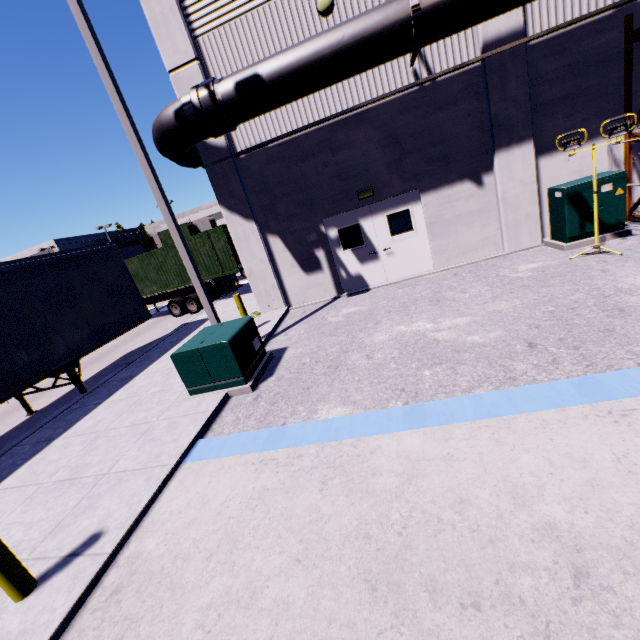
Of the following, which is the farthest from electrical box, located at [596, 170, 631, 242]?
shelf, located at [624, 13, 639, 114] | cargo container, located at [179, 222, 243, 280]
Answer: cargo container, located at [179, 222, 243, 280]

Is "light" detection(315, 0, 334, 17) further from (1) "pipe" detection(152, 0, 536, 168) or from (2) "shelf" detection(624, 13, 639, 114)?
(2) "shelf" detection(624, 13, 639, 114)

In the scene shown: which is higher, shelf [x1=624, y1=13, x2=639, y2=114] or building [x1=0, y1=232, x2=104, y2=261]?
building [x1=0, y1=232, x2=104, y2=261]

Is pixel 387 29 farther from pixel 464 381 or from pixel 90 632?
pixel 90 632

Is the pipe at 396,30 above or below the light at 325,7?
below

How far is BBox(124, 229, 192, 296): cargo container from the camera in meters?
16.1

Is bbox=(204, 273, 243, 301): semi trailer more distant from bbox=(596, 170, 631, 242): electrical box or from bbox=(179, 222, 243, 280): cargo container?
bbox=(596, 170, 631, 242): electrical box

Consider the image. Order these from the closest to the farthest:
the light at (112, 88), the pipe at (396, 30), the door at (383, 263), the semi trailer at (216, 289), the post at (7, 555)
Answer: the post at (7, 555), the light at (112, 88), the pipe at (396, 30), the door at (383, 263), the semi trailer at (216, 289)
